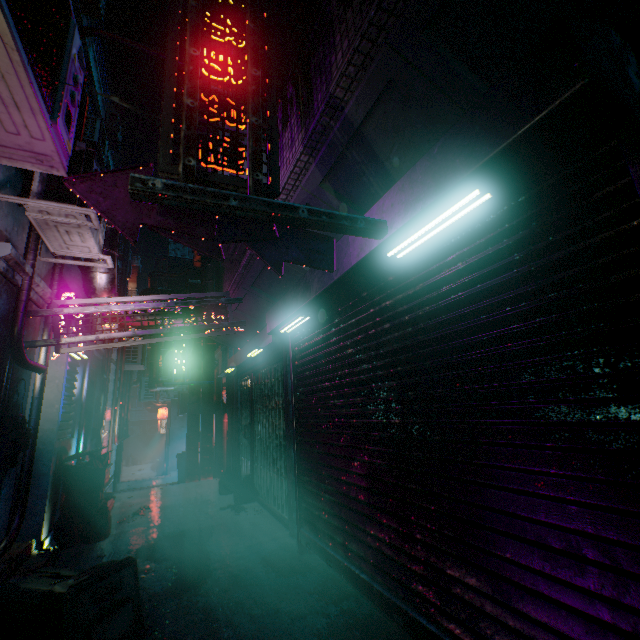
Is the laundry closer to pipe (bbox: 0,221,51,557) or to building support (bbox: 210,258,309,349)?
building support (bbox: 210,258,309,349)

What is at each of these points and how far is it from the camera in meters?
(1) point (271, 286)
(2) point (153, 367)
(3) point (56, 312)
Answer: (1) building support, 4.5
(2) air duct, 11.3
(3) sign, 3.3

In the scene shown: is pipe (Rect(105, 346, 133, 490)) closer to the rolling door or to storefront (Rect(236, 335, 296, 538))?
storefront (Rect(236, 335, 296, 538))

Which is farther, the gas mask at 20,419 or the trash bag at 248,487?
the trash bag at 248,487

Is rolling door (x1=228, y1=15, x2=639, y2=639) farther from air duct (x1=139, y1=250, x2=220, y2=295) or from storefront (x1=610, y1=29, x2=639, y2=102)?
air duct (x1=139, y1=250, x2=220, y2=295)

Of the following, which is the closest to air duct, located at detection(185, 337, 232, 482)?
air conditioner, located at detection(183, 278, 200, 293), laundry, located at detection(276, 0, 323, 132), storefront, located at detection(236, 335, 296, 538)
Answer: storefront, located at detection(236, 335, 296, 538)

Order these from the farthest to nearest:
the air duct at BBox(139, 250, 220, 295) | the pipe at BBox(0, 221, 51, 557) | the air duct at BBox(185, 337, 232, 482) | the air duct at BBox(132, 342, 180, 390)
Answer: the air duct at BBox(132, 342, 180, 390)
the air duct at BBox(185, 337, 232, 482)
the air duct at BBox(139, 250, 220, 295)
the pipe at BBox(0, 221, 51, 557)

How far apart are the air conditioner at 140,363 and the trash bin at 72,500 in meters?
4.5 m
